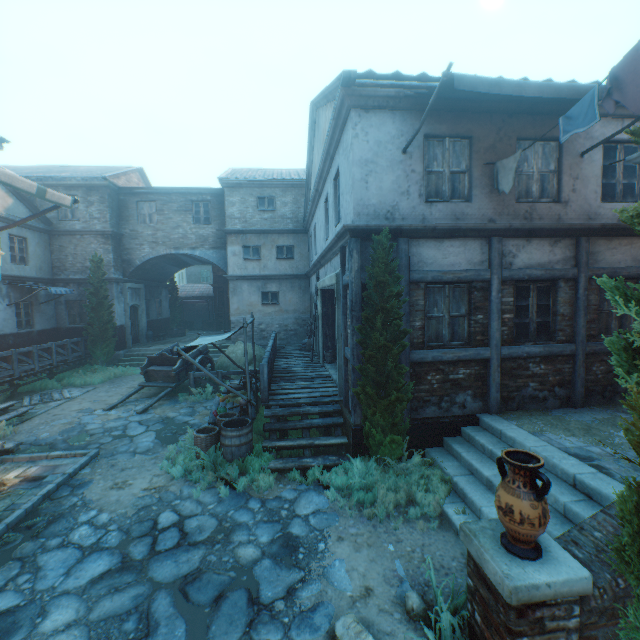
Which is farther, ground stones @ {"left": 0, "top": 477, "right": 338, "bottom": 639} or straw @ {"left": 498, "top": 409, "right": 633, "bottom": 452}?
straw @ {"left": 498, "top": 409, "right": 633, "bottom": 452}

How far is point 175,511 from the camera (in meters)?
5.46

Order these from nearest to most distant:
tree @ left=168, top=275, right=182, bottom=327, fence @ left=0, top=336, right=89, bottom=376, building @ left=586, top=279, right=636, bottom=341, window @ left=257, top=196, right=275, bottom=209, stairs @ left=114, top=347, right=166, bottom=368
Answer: building @ left=586, top=279, right=636, bottom=341 → fence @ left=0, top=336, right=89, bottom=376 → stairs @ left=114, top=347, right=166, bottom=368 → window @ left=257, top=196, right=275, bottom=209 → tree @ left=168, top=275, right=182, bottom=327

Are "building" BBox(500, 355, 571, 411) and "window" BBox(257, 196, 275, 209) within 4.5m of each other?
no

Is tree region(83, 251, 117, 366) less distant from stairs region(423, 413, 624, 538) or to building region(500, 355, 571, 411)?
stairs region(423, 413, 624, 538)

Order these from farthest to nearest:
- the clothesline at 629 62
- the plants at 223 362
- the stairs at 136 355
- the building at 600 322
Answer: the stairs at 136 355 → the plants at 223 362 → the building at 600 322 → the clothesline at 629 62

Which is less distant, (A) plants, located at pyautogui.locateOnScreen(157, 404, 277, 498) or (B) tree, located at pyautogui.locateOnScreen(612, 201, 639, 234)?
(B) tree, located at pyautogui.locateOnScreen(612, 201, 639, 234)

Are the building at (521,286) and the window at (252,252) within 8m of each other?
no
